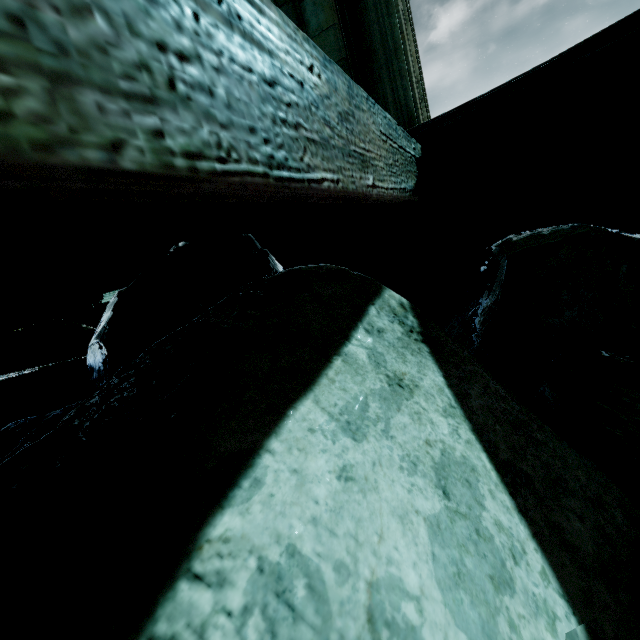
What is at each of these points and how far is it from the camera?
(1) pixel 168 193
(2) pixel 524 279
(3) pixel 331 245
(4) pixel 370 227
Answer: (1) building, 0.6m
(2) rock, 2.7m
(3) archway, 5.8m
(4) stone column, 5.1m

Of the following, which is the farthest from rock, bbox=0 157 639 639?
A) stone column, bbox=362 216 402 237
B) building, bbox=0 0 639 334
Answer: stone column, bbox=362 216 402 237

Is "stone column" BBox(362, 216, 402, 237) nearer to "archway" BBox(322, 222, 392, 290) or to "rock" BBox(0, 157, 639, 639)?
"archway" BBox(322, 222, 392, 290)

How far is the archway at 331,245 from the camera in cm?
552

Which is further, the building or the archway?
the archway

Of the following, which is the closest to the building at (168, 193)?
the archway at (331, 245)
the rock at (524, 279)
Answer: the rock at (524, 279)

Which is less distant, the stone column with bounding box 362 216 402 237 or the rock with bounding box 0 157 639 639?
the rock with bounding box 0 157 639 639

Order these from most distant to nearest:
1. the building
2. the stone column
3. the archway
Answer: the archway → the stone column → the building
